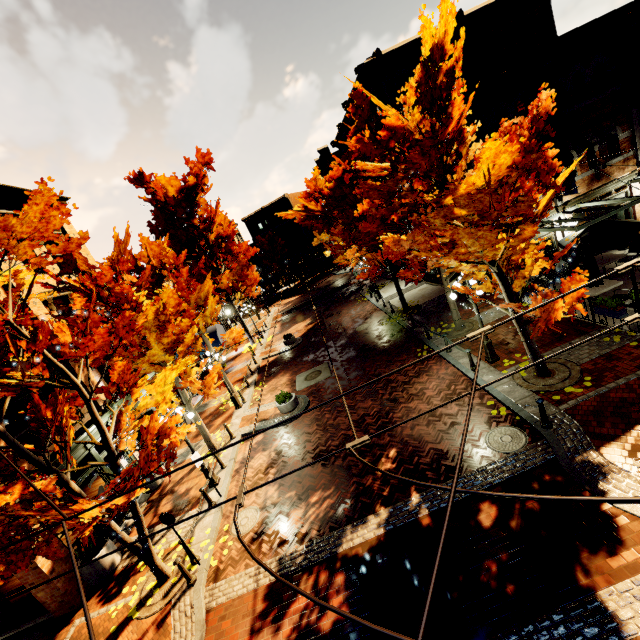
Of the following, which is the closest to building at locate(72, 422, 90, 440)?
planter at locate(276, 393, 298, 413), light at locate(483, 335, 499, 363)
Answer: light at locate(483, 335, 499, 363)

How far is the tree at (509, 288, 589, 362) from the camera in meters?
7.4

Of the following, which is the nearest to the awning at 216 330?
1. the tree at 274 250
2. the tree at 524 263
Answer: the tree at 524 263

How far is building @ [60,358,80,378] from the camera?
13.03m

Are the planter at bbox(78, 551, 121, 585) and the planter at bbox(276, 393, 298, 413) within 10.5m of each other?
yes

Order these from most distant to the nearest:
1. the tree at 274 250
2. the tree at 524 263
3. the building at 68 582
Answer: the tree at 274 250 < the building at 68 582 < the tree at 524 263

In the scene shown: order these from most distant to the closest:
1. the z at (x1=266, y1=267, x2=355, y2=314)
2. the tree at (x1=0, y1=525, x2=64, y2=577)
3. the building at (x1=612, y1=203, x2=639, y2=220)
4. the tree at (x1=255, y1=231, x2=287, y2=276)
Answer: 1. the tree at (x1=255, y1=231, x2=287, y2=276)
2. the z at (x1=266, y1=267, x2=355, y2=314)
3. the building at (x1=612, y1=203, x2=639, y2=220)
4. the tree at (x1=0, y1=525, x2=64, y2=577)

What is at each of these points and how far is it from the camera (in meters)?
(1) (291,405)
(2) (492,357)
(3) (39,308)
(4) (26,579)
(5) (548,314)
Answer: (1) planter, 14.84
(2) light, 11.84
(3) building, 12.82
(4) building, 9.20
(5) tree, 7.63
